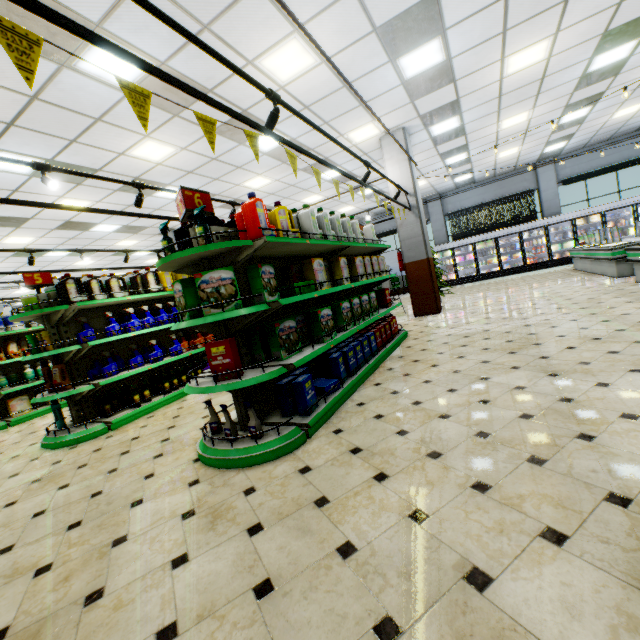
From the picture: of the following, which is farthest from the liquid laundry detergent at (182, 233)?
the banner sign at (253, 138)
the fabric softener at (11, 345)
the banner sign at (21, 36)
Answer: the fabric softener at (11, 345)

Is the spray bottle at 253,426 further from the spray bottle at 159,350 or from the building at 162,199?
the spray bottle at 159,350

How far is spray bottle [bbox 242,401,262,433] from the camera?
2.90m

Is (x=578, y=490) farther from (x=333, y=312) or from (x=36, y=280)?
(x=36, y=280)

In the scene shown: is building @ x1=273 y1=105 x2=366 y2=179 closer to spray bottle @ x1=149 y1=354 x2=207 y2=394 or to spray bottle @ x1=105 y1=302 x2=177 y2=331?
spray bottle @ x1=149 y1=354 x2=207 y2=394

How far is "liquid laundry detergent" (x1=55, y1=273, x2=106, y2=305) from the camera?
4.7 meters

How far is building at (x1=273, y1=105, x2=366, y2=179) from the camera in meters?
6.9 m

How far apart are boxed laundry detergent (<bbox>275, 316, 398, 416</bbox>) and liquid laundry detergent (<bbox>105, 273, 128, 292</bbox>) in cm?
337
